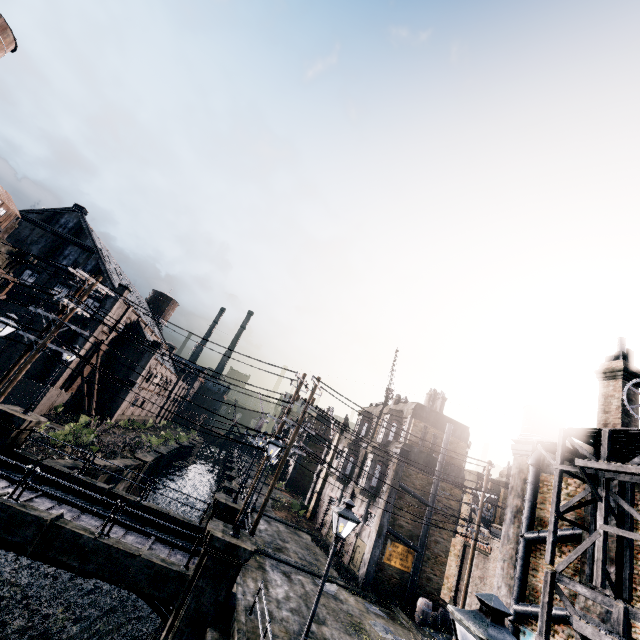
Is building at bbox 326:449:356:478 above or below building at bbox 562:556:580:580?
above

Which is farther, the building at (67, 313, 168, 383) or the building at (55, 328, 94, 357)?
the building at (67, 313, 168, 383)

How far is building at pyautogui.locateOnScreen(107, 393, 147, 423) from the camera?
43.0m

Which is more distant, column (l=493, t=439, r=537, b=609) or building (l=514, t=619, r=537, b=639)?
column (l=493, t=439, r=537, b=609)

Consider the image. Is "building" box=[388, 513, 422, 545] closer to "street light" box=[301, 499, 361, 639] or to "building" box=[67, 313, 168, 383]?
"street light" box=[301, 499, 361, 639]

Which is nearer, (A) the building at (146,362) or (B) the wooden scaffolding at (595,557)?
(B) the wooden scaffolding at (595,557)

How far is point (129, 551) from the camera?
12.5 meters

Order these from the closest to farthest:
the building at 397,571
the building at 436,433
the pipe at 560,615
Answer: the pipe at 560,615 < the building at 397,571 < the building at 436,433
